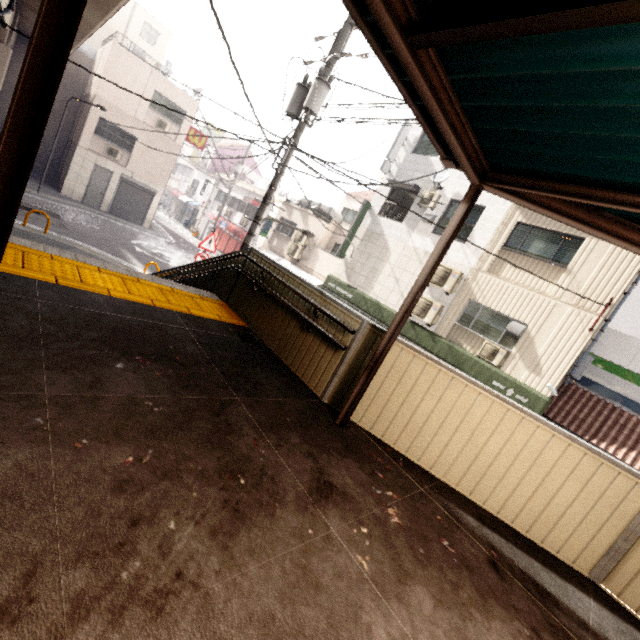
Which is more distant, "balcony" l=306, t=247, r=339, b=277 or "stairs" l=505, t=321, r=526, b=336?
"balcony" l=306, t=247, r=339, b=277

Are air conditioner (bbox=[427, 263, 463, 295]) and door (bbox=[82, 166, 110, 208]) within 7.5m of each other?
no

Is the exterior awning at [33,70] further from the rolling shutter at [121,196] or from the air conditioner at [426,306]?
the rolling shutter at [121,196]

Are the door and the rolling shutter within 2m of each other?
yes

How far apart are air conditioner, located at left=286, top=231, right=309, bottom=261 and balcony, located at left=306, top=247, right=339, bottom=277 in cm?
63

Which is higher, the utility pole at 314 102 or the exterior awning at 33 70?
the utility pole at 314 102

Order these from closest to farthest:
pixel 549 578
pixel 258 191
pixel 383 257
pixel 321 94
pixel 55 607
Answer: pixel 55 607 → pixel 549 578 → pixel 321 94 → pixel 383 257 → pixel 258 191

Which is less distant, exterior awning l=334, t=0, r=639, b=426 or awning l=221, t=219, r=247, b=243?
exterior awning l=334, t=0, r=639, b=426
